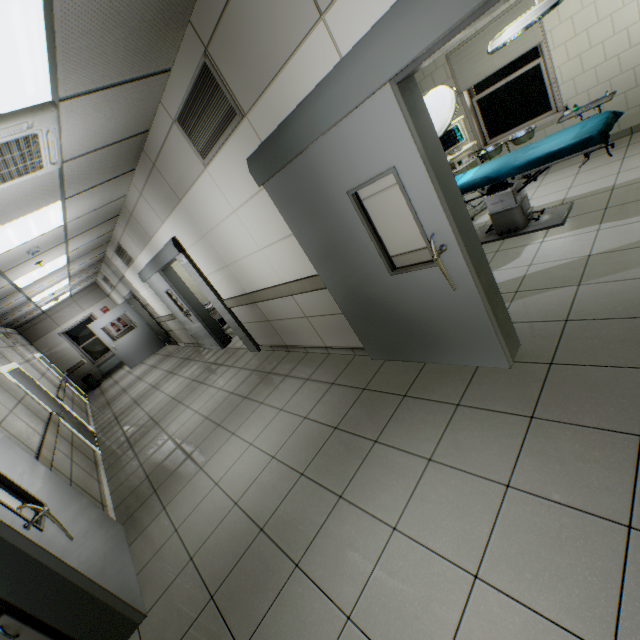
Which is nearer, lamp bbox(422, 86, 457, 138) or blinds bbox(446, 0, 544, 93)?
lamp bbox(422, 86, 457, 138)

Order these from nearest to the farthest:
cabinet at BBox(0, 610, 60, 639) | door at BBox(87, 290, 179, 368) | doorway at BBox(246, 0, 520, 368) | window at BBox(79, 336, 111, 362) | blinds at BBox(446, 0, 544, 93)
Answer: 1. doorway at BBox(246, 0, 520, 368)
2. cabinet at BBox(0, 610, 60, 639)
3. blinds at BBox(446, 0, 544, 93)
4. door at BBox(87, 290, 179, 368)
5. window at BBox(79, 336, 111, 362)

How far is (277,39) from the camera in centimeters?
203cm

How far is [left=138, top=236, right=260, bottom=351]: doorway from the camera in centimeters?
527cm

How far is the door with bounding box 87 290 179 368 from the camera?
10.9m

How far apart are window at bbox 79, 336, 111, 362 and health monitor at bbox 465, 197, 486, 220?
13.7m

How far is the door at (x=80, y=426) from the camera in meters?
5.8 m

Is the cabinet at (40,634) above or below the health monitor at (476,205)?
above
